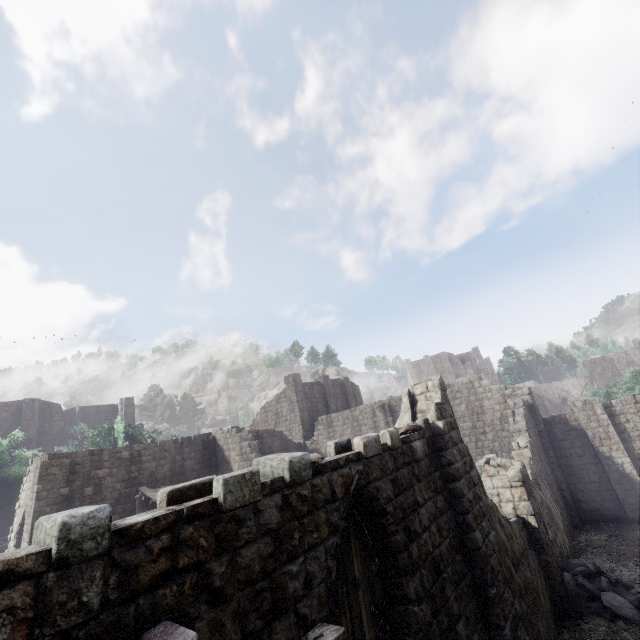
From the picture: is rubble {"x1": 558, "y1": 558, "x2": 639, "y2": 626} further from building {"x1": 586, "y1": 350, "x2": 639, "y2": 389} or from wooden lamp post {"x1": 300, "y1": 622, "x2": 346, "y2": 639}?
wooden lamp post {"x1": 300, "y1": 622, "x2": 346, "y2": 639}

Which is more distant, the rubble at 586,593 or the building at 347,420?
the rubble at 586,593

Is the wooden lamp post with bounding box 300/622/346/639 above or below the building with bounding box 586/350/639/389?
below

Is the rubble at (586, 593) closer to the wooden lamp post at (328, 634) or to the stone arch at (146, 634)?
the wooden lamp post at (328, 634)

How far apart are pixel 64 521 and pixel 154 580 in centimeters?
98cm

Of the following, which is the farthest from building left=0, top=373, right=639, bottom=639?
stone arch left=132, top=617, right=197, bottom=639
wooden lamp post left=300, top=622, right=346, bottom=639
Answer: wooden lamp post left=300, top=622, right=346, bottom=639

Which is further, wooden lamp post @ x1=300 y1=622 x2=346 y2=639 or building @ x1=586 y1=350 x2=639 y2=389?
building @ x1=586 y1=350 x2=639 y2=389

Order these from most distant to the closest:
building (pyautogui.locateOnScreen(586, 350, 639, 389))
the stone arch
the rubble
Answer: building (pyautogui.locateOnScreen(586, 350, 639, 389))
the rubble
the stone arch
